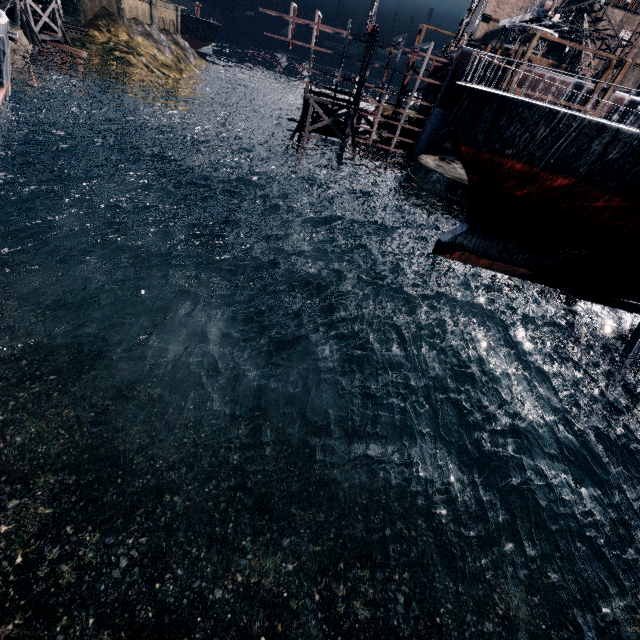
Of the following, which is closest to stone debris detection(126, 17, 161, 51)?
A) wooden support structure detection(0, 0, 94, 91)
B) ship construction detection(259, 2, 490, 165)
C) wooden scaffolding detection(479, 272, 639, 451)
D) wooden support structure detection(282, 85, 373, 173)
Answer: wooden support structure detection(0, 0, 94, 91)

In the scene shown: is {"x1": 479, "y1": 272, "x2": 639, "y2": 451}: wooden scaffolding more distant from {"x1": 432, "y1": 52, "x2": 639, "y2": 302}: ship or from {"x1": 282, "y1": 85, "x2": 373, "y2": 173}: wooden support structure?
{"x1": 282, "y1": 85, "x2": 373, "y2": 173}: wooden support structure

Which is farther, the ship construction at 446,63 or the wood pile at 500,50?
the wood pile at 500,50

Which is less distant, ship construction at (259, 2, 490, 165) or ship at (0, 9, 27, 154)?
ship at (0, 9, 27, 154)

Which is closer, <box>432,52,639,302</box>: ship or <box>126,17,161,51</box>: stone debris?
<box>432,52,639,302</box>: ship

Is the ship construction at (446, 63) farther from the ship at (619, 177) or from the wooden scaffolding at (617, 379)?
the wooden scaffolding at (617, 379)

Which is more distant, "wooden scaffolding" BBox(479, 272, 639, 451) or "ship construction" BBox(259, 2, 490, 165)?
"ship construction" BBox(259, 2, 490, 165)

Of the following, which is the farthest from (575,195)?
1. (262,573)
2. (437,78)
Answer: (437,78)
